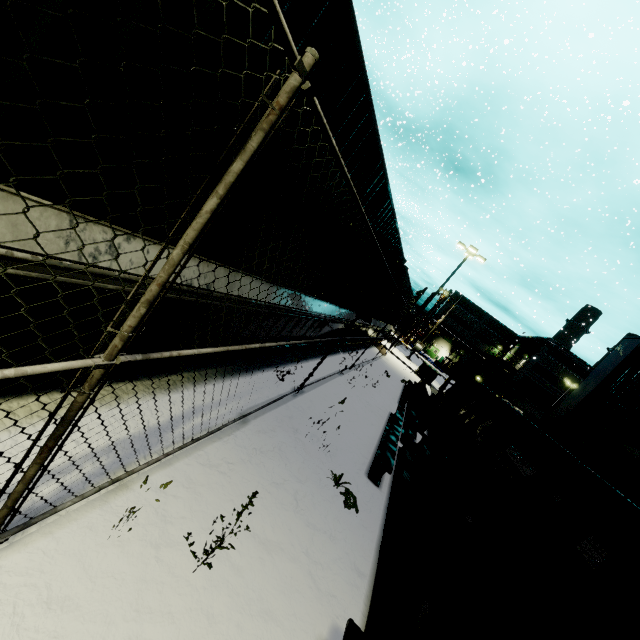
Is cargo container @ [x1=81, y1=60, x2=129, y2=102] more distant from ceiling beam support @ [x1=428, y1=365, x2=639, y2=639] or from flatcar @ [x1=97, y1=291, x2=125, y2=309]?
ceiling beam support @ [x1=428, y1=365, x2=639, y2=639]

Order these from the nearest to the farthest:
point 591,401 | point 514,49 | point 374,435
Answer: point 374,435
point 591,401
point 514,49

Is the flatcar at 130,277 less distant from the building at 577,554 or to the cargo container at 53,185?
the cargo container at 53,185

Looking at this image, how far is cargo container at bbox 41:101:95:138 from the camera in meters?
1.6

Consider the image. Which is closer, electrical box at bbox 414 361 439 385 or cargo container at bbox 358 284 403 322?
cargo container at bbox 358 284 403 322

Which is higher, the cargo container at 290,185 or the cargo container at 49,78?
the cargo container at 290,185

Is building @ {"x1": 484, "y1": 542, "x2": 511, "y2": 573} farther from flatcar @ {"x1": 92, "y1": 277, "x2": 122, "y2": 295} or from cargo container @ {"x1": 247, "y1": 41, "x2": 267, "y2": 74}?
flatcar @ {"x1": 92, "y1": 277, "x2": 122, "y2": 295}

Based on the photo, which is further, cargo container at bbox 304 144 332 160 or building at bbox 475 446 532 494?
building at bbox 475 446 532 494
